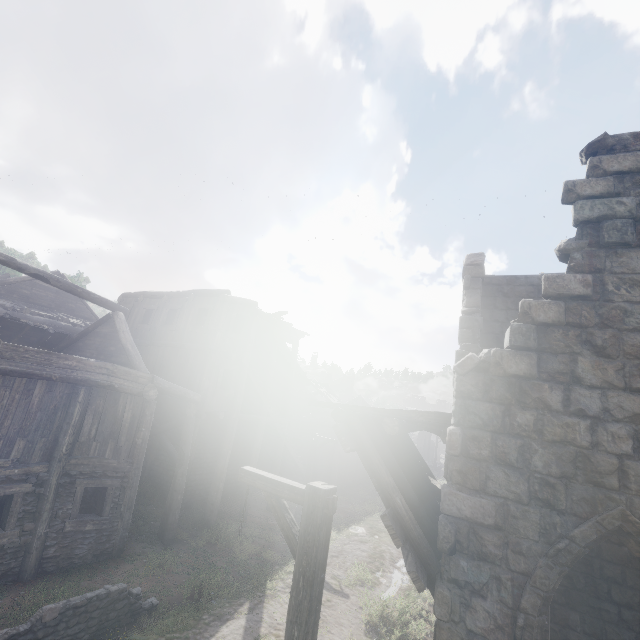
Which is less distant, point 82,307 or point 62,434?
point 62,434

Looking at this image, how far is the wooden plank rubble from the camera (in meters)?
4.84

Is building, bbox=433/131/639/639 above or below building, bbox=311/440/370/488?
above

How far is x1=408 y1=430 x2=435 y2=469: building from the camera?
43.6m

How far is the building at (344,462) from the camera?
25.4 meters

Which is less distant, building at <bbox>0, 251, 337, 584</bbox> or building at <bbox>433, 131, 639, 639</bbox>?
building at <bbox>433, 131, 639, 639</bbox>

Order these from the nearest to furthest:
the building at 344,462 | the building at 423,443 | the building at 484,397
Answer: the building at 484,397, the building at 344,462, the building at 423,443
